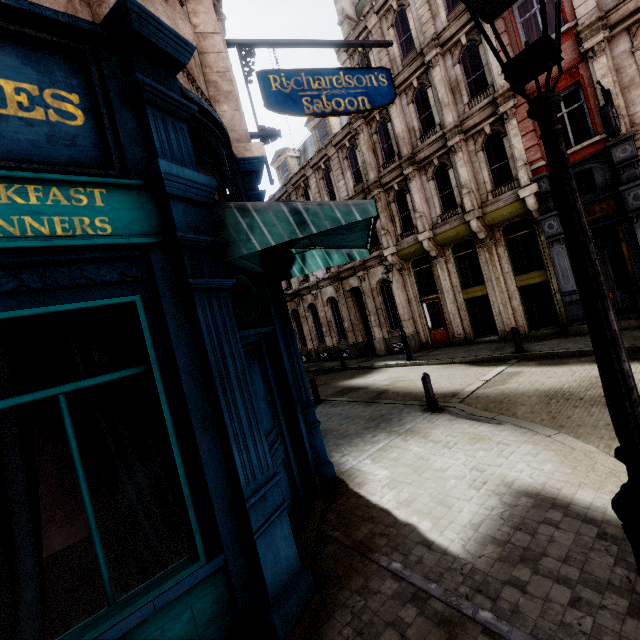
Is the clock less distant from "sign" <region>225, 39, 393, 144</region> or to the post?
"sign" <region>225, 39, 393, 144</region>

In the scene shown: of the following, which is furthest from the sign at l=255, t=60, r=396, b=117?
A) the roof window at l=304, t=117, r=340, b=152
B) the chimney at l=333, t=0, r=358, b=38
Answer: the chimney at l=333, t=0, r=358, b=38

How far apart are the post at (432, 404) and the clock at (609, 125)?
9.2 meters

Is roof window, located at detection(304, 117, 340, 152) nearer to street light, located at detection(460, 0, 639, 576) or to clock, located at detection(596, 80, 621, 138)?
clock, located at detection(596, 80, 621, 138)

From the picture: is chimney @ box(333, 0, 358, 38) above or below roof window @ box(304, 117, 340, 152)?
above

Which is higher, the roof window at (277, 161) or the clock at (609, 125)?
the roof window at (277, 161)

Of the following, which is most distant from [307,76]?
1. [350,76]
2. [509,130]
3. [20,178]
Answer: [509,130]

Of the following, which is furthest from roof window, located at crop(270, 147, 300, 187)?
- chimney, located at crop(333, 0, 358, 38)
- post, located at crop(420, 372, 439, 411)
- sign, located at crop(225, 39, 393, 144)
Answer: post, located at crop(420, 372, 439, 411)
